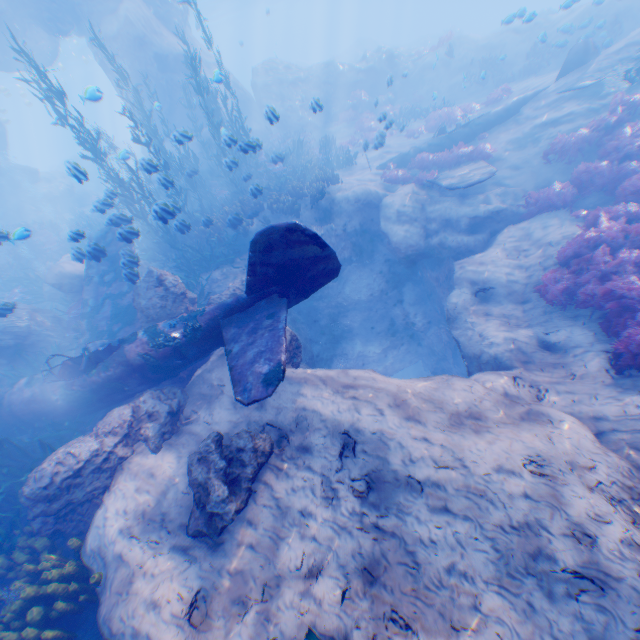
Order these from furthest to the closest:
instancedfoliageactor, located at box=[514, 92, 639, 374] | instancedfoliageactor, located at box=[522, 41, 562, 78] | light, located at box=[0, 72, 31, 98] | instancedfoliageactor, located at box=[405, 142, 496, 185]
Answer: light, located at box=[0, 72, 31, 98]
instancedfoliageactor, located at box=[522, 41, 562, 78]
instancedfoliageactor, located at box=[405, 142, 496, 185]
instancedfoliageactor, located at box=[514, 92, 639, 374]

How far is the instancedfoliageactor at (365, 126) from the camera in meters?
15.0

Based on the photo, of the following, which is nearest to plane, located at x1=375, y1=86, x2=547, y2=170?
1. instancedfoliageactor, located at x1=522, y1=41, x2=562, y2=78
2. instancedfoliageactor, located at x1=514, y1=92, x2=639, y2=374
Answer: instancedfoliageactor, located at x1=514, y1=92, x2=639, y2=374

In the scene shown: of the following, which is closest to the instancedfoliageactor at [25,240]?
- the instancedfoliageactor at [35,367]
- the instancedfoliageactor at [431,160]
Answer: the instancedfoliageactor at [431,160]

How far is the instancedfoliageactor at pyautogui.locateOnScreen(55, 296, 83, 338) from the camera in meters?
11.9 m

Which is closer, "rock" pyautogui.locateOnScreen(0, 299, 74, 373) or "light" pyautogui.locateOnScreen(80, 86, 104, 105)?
"light" pyautogui.locateOnScreen(80, 86, 104, 105)

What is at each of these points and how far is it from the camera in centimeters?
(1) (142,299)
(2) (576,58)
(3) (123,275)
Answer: (1) rock, 875cm
(2) plane, 1445cm
(3) plane, 853cm

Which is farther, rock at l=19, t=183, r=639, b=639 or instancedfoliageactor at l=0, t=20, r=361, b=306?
instancedfoliageactor at l=0, t=20, r=361, b=306
